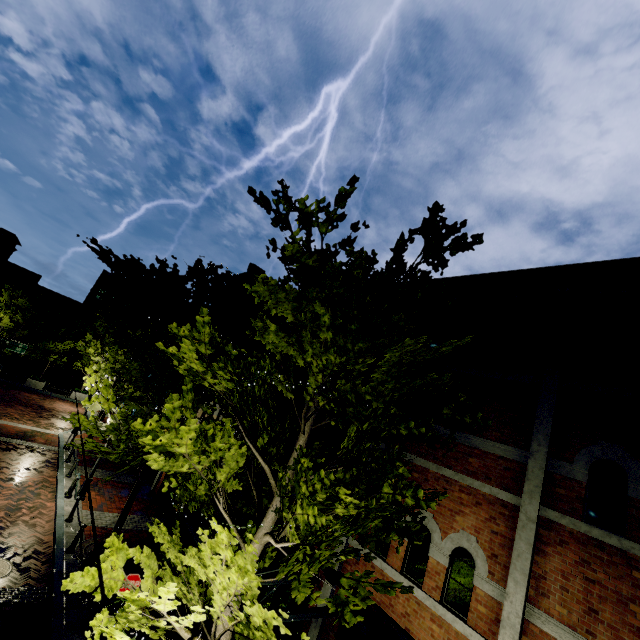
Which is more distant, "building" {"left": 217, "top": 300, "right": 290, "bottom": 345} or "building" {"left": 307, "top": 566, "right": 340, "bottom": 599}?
"building" {"left": 217, "top": 300, "right": 290, "bottom": 345}

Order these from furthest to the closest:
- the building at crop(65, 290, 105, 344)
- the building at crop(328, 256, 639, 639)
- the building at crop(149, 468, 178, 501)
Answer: the building at crop(65, 290, 105, 344) < the building at crop(149, 468, 178, 501) < the building at crop(328, 256, 639, 639)

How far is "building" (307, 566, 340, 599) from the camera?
8.1 meters

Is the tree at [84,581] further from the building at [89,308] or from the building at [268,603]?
the building at [89,308]

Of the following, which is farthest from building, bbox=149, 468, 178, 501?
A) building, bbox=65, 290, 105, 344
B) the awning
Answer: building, bbox=65, 290, 105, 344

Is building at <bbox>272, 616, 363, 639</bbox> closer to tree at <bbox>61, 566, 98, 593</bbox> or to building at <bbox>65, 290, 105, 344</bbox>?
tree at <bbox>61, 566, 98, 593</bbox>

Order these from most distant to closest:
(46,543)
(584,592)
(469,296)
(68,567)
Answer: (46,543)
(68,567)
(469,296)
(584,592)

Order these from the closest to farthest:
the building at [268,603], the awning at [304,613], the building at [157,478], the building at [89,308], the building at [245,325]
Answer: the awning at [304,613], the building at [268,603], the building at [245,325], the building at [157,478], the building at [89,308]
